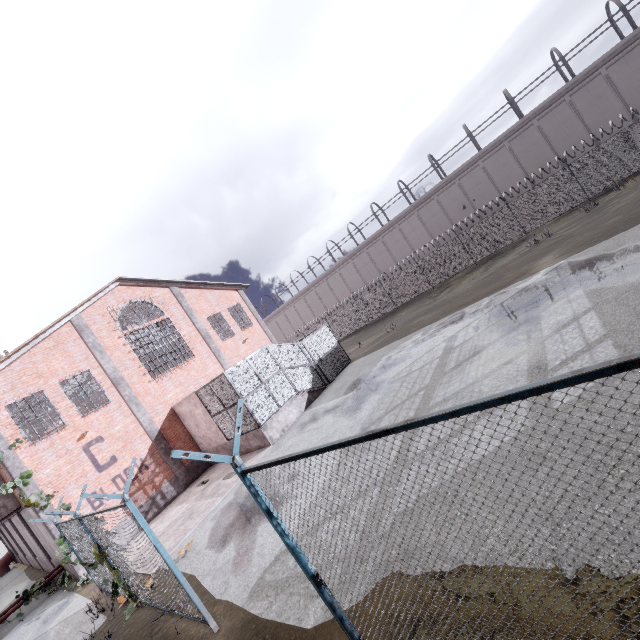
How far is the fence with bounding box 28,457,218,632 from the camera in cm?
586

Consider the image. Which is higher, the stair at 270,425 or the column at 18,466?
the column at 18,466

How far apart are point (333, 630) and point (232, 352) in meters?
19.3 m

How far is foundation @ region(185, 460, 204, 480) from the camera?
17.34m

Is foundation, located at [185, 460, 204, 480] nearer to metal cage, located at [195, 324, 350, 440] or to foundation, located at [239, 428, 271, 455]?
foundation, located at [239, 428, 271, 455]

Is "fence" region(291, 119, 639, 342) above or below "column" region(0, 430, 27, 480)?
below

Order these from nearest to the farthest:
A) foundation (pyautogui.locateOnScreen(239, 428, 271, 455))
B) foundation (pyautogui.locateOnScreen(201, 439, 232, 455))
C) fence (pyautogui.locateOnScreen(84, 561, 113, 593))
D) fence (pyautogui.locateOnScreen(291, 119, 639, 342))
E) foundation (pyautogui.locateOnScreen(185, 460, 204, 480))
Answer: fence (pyautogui.locateOnScreen(84, 561, 113, 593))
foundation (pyautogui.locateOnScreen(239, 428, 271, 455))
foundation (pyautogui.locateOnScreen(201, 439, 232, 455))
foundation (pyautogui.locateOnScreen(185, 460, 204, 480))
fence (pyautogui.locateOnScreen(291, 119, 639, 342))

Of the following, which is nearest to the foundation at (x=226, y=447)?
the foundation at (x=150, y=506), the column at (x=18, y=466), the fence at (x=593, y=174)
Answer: the foundation at (x=150, y=506)
